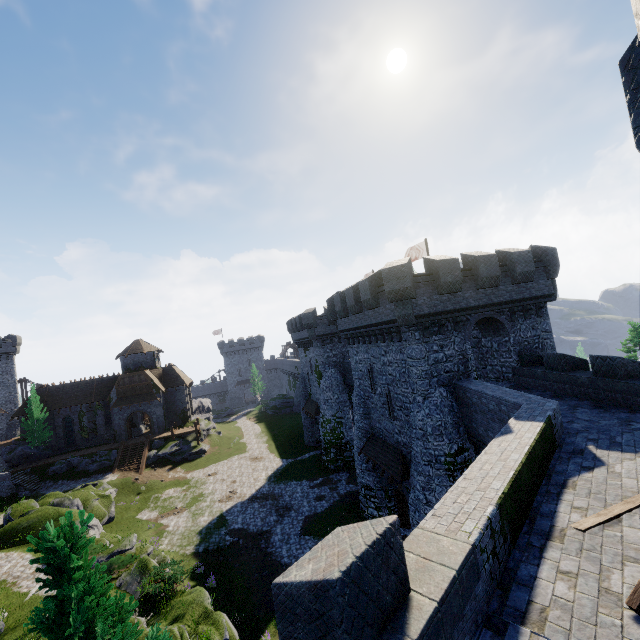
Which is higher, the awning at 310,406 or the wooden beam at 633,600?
the wooden beam at 633,600

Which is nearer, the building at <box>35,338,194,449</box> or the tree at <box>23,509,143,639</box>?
the tree at <box>23,509,143,639</box>

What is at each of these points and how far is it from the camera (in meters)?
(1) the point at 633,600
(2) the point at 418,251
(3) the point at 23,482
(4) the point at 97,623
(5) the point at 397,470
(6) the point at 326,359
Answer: (1) wooden beam, 4.53
(2) flag, 29.86
(3) stairs, 35.75
(4) tree, 5.41
(5) awning, 18.94
(6) building, 36.22

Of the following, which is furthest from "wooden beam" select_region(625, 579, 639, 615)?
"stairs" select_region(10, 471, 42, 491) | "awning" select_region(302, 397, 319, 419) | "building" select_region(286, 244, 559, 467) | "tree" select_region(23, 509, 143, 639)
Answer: "stairs" select_region(10, 471, 42, 491)

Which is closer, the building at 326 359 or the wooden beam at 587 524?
the wooden beam at 587 524

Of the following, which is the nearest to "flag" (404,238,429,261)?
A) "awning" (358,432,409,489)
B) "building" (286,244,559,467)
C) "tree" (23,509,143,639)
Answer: "building" (286,244,559,467)

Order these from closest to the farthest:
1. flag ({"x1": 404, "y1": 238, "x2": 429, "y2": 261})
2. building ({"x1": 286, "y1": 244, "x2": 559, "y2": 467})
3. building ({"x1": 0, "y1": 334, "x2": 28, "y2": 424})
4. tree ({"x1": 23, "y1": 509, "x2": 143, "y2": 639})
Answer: tree ({"x1": 23, "y1": 509, "x2": 143, "y2": 639})
building ({"x1": 286, "y1": 244, "x2": 559, "y2": 467})
flag ({"x1": 404, "y1": 238, "x2": 429, "y2": 261})
building ({"x1": 0, "y1": 334, "x2": 28, "y2": 424})

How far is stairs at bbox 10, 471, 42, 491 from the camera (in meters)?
35.31
